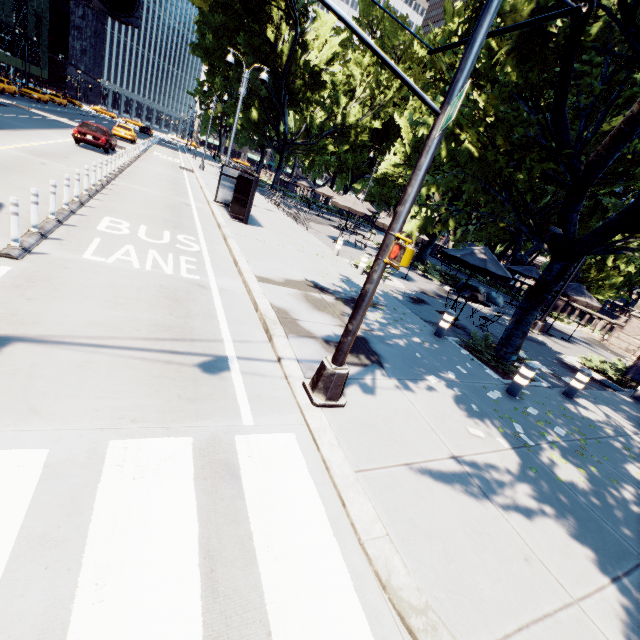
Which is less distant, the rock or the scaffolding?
the rock

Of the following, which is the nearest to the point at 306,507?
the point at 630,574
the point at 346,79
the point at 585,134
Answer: the point at 630,574

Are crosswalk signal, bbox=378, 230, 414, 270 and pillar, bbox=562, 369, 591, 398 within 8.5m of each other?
yes

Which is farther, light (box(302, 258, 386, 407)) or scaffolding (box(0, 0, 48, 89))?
scaffolding (box(0, 0, 48, 89))

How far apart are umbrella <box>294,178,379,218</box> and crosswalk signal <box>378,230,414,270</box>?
24.44m

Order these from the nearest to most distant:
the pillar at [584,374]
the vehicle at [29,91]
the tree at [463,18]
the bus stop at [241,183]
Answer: the tree at [463,18] < the pillar at [584,374] < the bus stop at [241,183] < the vehicle at [29,91]

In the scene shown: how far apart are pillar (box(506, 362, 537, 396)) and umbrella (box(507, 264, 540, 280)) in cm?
1739

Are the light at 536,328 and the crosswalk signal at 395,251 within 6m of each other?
no
